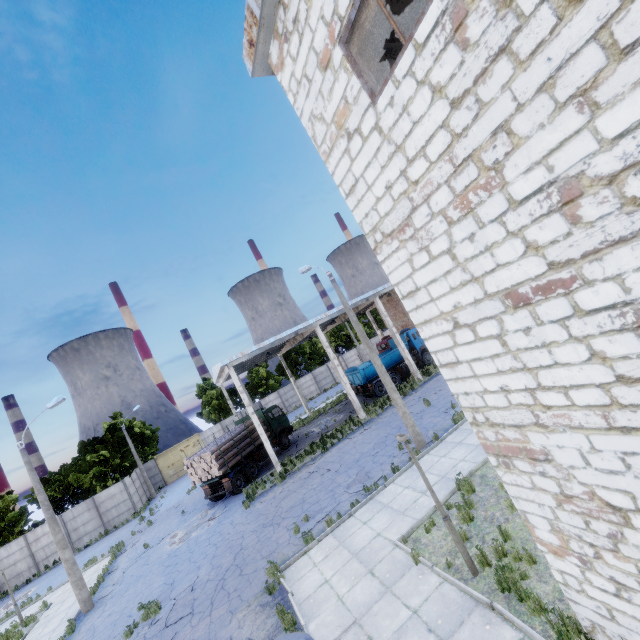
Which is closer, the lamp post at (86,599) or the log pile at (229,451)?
the lamp post at (86,599)

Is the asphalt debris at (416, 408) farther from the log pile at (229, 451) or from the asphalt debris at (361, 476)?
the log pile at (229, 451)

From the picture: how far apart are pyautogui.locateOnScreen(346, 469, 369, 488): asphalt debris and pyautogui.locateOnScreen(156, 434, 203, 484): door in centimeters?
3458cm

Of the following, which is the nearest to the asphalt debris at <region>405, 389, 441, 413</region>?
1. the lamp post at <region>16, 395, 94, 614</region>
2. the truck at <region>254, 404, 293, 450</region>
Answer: the truck at <region>254, 404, 293, 450</region>

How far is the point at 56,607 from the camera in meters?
18.2

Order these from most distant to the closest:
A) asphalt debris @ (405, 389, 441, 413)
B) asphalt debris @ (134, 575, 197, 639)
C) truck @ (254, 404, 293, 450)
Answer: truck @ (254, 404, 293, 450) → asphalt debris @ (405, 389, 441, 413) → asphalt debris @ (134, 575, 197, 639)

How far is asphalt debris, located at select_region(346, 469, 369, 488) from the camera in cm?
1396

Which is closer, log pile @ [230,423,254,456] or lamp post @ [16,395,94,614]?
lamp post @ [16,395,94,614]
